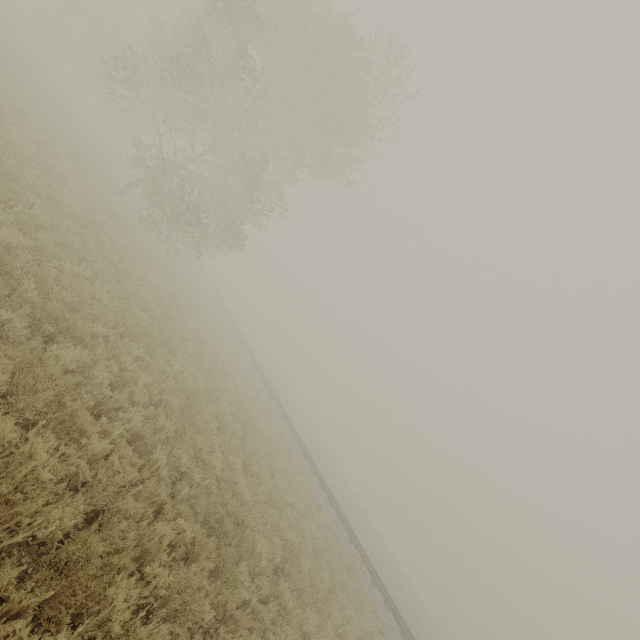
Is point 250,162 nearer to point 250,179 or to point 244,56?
point 250,179
